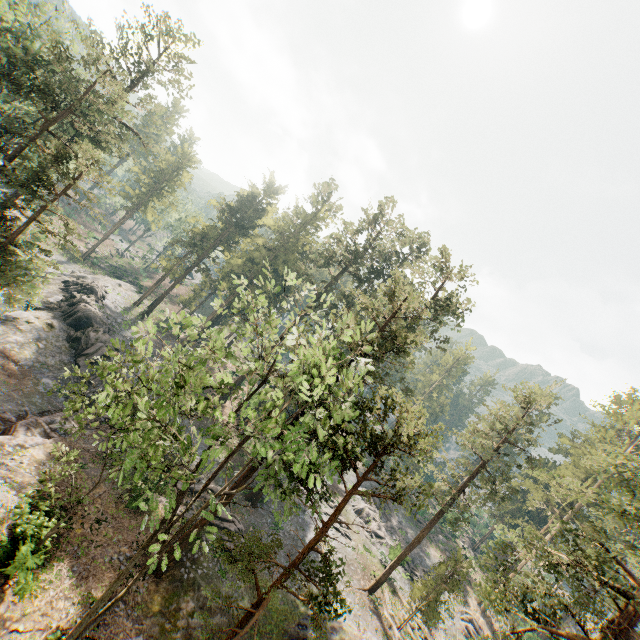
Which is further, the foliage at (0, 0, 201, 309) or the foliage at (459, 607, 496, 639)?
the foliage at (0, 0, 201, 309)

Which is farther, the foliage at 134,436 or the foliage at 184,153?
the foliage at 184,153

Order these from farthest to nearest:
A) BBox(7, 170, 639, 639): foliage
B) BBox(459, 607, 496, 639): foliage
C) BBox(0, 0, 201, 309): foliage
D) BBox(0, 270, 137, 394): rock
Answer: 1. BBox(0, 270, 137, 394): rock
2. BBox(0, 0, 201, 309): foliage
3. BBox(459, 607, 496, 639): foliage
4. BBox(7, 170, 639, 639): foliage

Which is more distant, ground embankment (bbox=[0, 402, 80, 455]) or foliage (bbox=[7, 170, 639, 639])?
ground embankment (bbox=[0, 402, 80, 455])

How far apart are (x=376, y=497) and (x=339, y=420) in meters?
4.8

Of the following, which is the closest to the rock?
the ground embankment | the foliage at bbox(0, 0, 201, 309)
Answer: the ground embankment

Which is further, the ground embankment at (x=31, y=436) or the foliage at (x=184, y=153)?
the foliage at (x=184, y=153)
